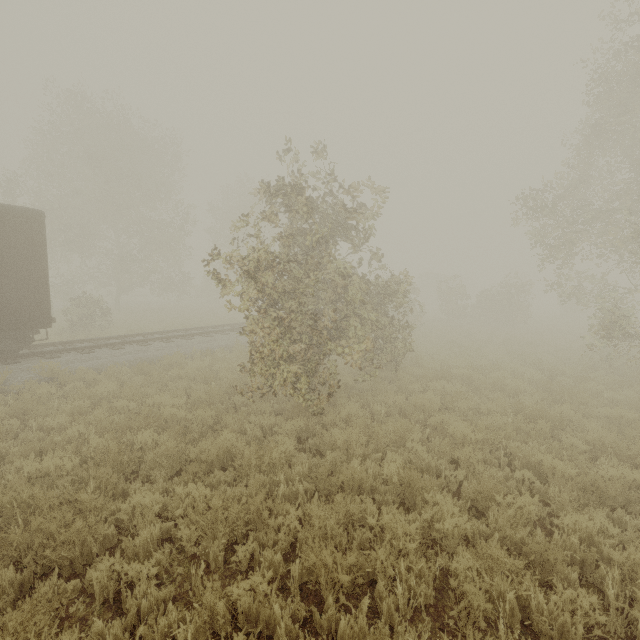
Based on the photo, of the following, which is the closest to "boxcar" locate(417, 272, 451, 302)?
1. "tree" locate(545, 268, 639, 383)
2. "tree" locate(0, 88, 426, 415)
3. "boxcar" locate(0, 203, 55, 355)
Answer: "tree" locate(545, 268, 639, 383)

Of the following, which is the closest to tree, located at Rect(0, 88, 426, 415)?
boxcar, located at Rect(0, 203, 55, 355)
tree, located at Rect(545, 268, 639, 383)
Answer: boxcar, located at Rect(0, 203, 55, 355)

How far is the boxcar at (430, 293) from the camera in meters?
49.1 m

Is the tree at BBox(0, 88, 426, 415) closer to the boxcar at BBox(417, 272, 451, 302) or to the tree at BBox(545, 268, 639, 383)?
the tree at BBox(545, 268, 639, 383)

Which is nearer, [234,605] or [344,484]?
[234,605]

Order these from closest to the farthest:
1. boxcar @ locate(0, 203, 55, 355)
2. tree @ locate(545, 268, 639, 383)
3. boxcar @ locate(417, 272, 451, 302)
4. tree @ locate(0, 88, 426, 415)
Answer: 1. tree @ locate(0, 88, 426, 415)
2. boxcar @ locate(0, 203, 55, 355)
3. tree @ locate(545, 268, 639, 383)
4. boxcar @ locate(417, 272, 451, 302)

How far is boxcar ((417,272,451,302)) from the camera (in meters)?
49.12

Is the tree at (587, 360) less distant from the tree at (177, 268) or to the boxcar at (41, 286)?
the tree at (177, 268)
